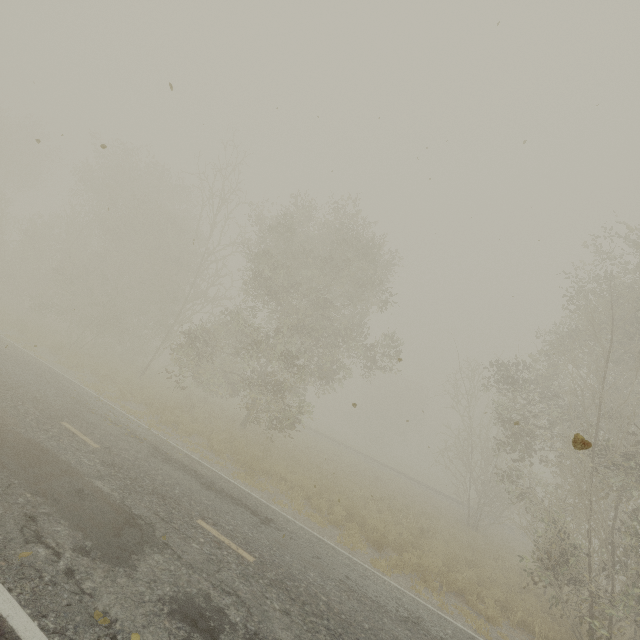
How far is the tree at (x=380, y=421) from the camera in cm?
5619

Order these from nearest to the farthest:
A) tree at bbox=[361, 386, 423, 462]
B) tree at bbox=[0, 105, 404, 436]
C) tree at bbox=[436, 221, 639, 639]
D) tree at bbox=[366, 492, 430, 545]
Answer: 1. tree at bbox=[436, 221, 639, 639]
2. tree at bbox=[366, 492, 430, 545]
3. tree at bbox=[0, 105, 404, 436]
4. tree at bbox=[361, 386, 423, 462]

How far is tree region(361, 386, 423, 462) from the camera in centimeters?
5619cm

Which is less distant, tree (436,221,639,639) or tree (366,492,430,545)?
tree (436,221,639,639)

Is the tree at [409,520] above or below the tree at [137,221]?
below

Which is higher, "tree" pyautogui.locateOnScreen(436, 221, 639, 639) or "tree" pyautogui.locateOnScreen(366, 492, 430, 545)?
"tree" pyautogui.locateOnScreen(436, 221, 639, 639)

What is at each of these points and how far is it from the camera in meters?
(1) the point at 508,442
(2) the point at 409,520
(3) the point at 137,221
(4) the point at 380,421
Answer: (1) tree, 16.0 m
(2) tree, 15.2 m
(3) tree, 23.8 m
(4) tree, 57.9 m

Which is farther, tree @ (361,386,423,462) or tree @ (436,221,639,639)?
tree @ (361,386,423,462)
